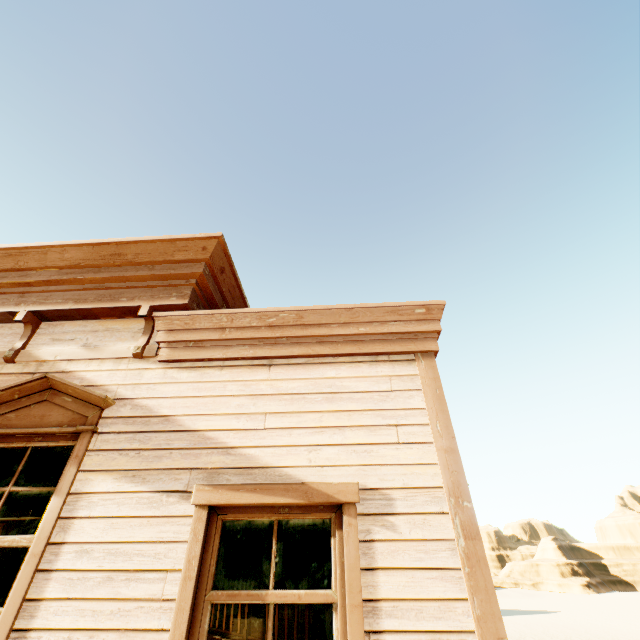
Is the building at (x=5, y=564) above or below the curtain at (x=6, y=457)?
below

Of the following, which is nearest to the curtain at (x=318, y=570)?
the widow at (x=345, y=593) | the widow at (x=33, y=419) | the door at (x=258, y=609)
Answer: the widow at (x=345, y=593)

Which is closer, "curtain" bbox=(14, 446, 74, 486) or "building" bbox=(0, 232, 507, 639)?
"building" bbox=(0, 232, 507, 639)

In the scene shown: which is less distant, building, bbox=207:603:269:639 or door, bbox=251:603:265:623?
building, bbox=207:603:269:639

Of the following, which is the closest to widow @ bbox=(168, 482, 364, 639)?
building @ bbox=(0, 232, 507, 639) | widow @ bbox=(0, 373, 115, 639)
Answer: building @ bbox=(0, 232, 507, 639)

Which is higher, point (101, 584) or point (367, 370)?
point (367, 370)

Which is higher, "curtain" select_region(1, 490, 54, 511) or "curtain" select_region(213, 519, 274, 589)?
"curtain" select_region(1, 490, 54, 511)

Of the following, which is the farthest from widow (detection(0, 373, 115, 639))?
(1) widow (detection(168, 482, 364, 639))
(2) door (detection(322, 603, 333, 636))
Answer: (2) door (detection(322, 603, 333, 636))
